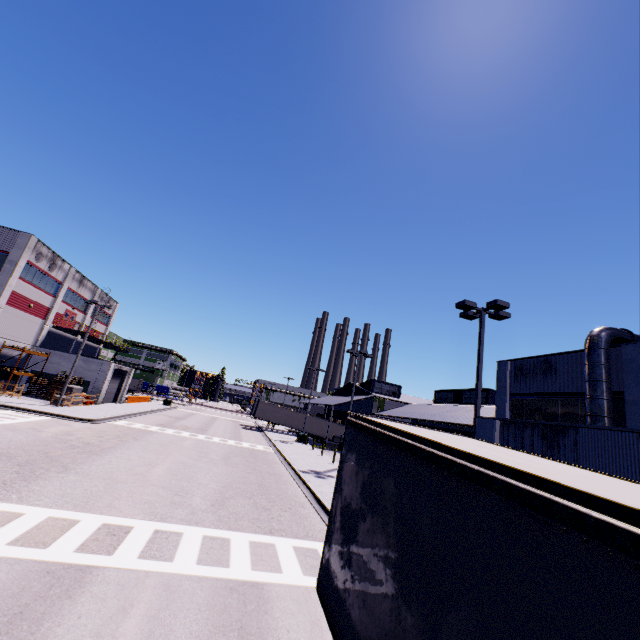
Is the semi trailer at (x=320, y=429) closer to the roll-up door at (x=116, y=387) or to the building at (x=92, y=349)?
the building at (x=92, y=349)

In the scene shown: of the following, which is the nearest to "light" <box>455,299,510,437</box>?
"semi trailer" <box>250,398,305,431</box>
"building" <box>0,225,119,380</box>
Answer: "building" <box>0,225,119,380</box>

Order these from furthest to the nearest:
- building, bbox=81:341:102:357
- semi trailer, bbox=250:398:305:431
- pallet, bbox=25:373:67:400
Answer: semi trailer, bbox=250:398:305:431 → building, bbox=81:341:102:357 → pallet, bbox=25:373:67:400

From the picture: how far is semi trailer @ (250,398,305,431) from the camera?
49.4m

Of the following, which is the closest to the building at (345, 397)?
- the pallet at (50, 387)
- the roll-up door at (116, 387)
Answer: the roll-up door at (116, 387)

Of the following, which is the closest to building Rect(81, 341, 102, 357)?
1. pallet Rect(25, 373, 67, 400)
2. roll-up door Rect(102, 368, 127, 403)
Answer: roll-up door Rect(102, 368, 127, 403)

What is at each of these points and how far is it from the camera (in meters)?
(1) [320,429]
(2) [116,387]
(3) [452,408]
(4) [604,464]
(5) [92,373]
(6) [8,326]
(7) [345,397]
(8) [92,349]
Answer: (1) semi trailer, 50.97
(2) roll-up door, 42.03
(3) building, 36.00
(4) building, 8.45
(5) building, 36.75
(6) building, 31.36
(7) building, 53.22
(8) building, 49.53

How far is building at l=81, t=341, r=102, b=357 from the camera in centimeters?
4715cm
